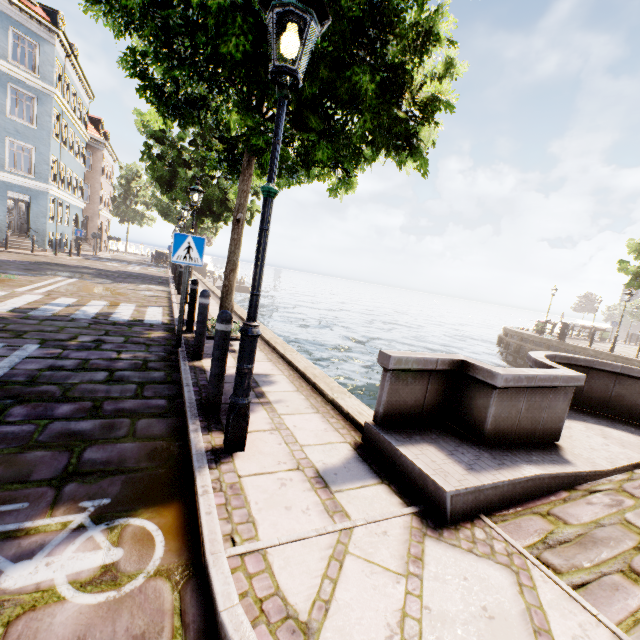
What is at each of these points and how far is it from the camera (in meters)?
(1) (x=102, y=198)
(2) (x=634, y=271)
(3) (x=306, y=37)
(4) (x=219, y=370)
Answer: (1) building, 33.81
(2) tree, 16.20
(3) street light, 2.33
(4) bollard, 3.35

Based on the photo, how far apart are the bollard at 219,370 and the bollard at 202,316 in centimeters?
172cm

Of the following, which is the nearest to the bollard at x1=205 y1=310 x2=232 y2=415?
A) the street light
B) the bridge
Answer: the street light

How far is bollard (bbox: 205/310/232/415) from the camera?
3.3 meters

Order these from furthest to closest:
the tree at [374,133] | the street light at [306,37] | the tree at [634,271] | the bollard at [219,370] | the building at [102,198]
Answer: the building at [102,198], the tree at [634,271], the tree at [374,133], the bollard at [219,370], the street light at [306,37]

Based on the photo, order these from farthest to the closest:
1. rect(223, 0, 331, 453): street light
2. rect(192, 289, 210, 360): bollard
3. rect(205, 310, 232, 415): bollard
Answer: rect(192, 289, 210, 360): bollard, rect(205, 310, 232, 415): bollard, rect(223, 0, 331, 453): street light

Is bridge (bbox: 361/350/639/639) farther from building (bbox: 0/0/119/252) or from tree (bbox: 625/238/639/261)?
building (bbox: 0/0/119/252)

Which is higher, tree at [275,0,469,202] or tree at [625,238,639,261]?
tree at [625,238,639,261]
